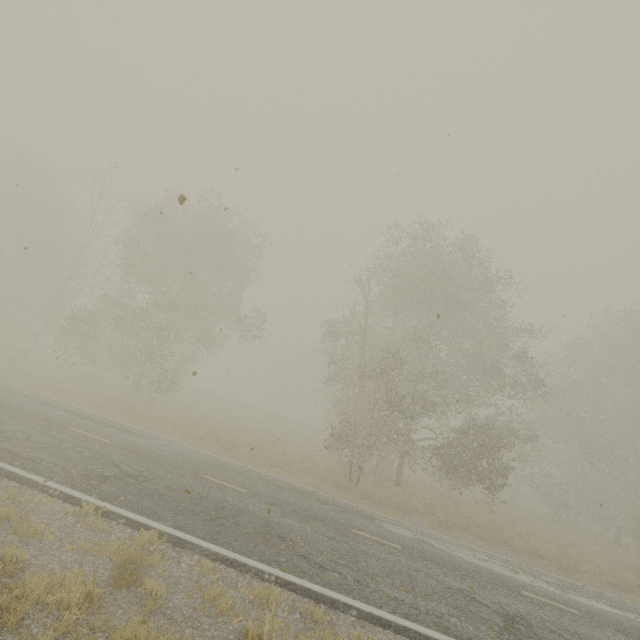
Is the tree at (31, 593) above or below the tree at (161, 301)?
below

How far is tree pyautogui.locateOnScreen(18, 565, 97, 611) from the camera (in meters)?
3.88

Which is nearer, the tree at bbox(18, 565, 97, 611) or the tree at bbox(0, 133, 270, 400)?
the tree at bbox(18, 565, 97, 611)

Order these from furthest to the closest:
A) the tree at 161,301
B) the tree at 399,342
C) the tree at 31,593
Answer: the tree at 161,301 < the tree at 399,342 < the tree at 31,593

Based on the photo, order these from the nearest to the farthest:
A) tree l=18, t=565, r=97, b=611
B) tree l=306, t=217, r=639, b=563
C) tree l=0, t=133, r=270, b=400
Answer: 1. tree l=18, t=565, r=97, b=611
2. tree l=306, t=217, r=639, b=563
3. tree l=0, t=133, r=270, b=400

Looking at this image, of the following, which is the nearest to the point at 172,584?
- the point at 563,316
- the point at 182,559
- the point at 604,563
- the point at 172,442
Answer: the point at 182,559

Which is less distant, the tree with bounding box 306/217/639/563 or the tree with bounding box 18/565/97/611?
the tree with bounding box 18/565/97/611

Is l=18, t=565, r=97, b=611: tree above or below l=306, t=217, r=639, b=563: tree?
below
